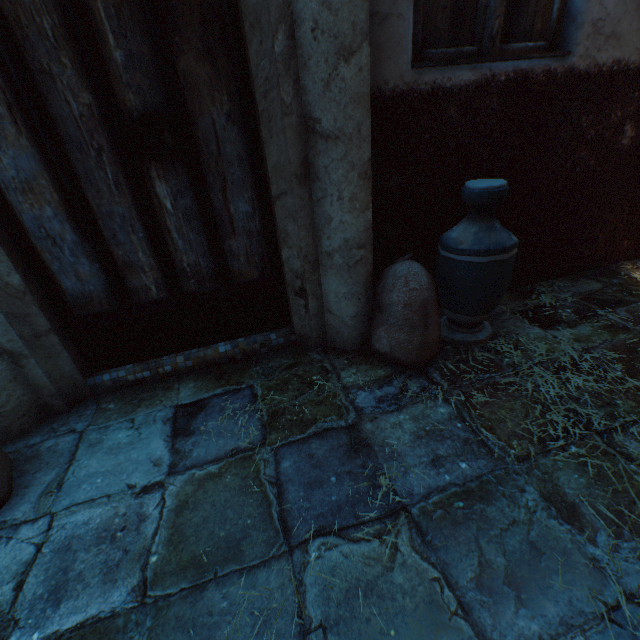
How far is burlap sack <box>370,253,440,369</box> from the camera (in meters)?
1.78

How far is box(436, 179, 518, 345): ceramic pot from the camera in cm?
169

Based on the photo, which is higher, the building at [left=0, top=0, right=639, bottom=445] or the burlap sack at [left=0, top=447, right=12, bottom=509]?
the building at [left=0, top=0, right=639, bottom=445]

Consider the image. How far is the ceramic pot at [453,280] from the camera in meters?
1.7

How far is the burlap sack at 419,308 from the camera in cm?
178

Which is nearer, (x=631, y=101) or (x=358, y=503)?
(x=358, y=503)
